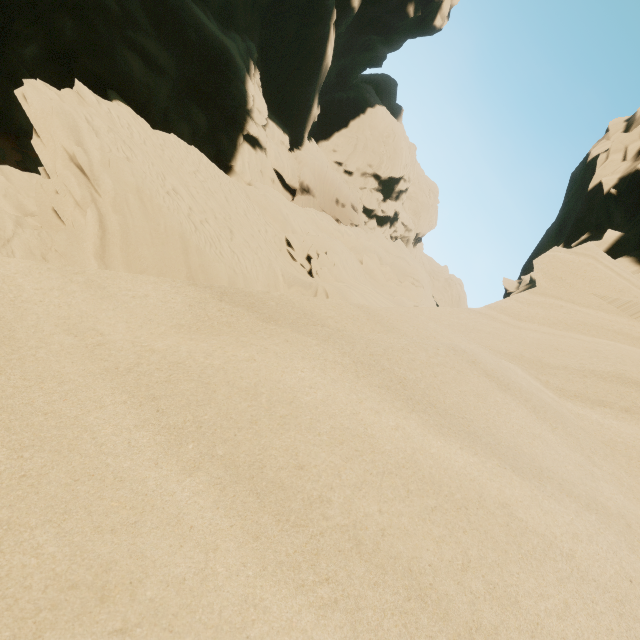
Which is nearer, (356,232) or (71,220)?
(71,220)
